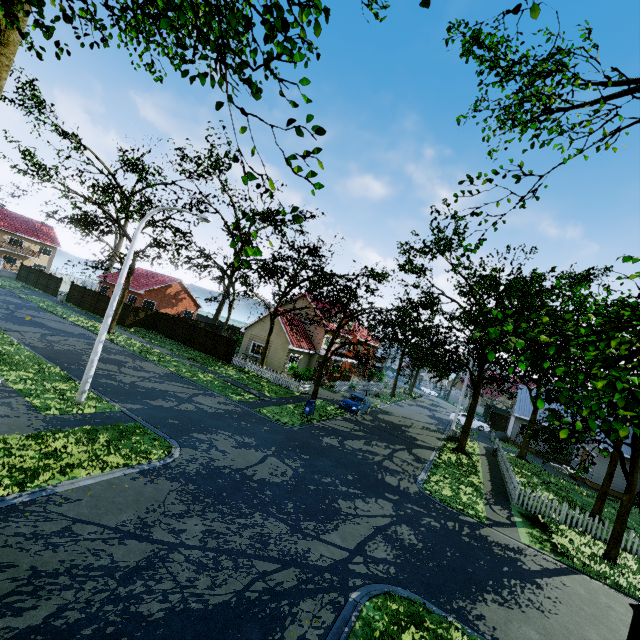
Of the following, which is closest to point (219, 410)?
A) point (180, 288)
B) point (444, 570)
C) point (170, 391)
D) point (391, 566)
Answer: point (170, 391)

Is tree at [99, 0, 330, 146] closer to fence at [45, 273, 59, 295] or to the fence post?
fence at [45, 273, 59, 295]

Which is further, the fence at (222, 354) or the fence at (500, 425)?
the fence at (500, 425)

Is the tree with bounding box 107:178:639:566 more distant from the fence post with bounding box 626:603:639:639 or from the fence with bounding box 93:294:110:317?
the fence post with bounding box 626:603:639:639

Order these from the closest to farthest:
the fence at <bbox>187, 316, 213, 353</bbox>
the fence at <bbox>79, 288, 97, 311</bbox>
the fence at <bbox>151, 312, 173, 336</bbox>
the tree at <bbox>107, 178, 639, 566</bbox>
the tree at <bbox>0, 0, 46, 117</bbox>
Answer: the tree at <bbox>107, 178, 639, 566</bbox> → the tree at <bbox>0, 0, 46, 117</bbox> → the fence at <bbox>187, 316, 213, 353</bbox> → the fence at <bbox>151, 312, 173, 336</bbox> → the fence at <bbox>79, 288, 97, 311</bbox>

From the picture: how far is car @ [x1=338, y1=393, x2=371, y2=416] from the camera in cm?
2563

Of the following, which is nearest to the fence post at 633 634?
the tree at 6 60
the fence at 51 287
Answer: the fence at 51 287

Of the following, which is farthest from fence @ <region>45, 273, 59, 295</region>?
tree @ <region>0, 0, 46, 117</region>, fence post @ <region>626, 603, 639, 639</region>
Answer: tree @ <region>0, 0, 46, 117</region>
